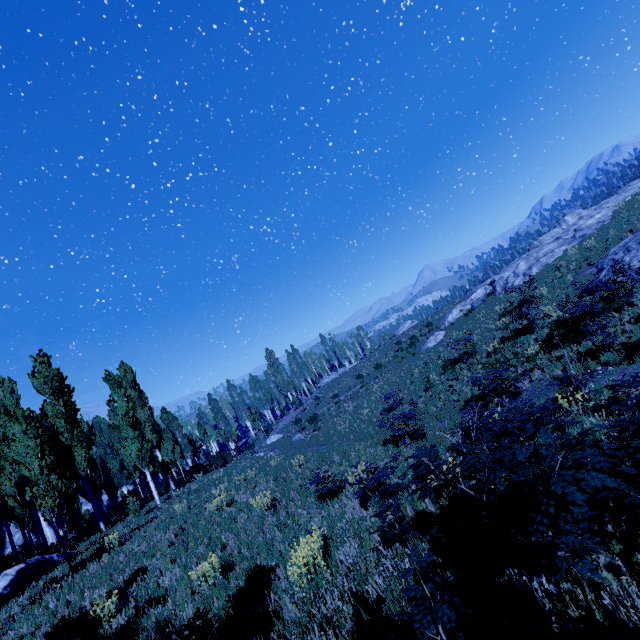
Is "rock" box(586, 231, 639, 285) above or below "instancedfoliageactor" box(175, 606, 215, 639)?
above

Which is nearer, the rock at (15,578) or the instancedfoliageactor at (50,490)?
the instancedfoliageactor at (50,490)

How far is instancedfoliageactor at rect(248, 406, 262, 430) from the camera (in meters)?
43.94

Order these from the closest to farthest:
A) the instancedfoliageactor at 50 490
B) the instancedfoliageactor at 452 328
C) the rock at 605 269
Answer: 1. the instancedfoliageactor at 50 490
2. the rock at 605 269
3. the instancedfoliageactor at 452 328

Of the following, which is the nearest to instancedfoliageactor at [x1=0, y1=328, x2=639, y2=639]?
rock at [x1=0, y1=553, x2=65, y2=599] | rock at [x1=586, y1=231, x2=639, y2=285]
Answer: rock at [x1=0, y1=553, x2=65, y2=599]

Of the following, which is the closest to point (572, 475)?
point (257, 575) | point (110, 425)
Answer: point (257, 575)
